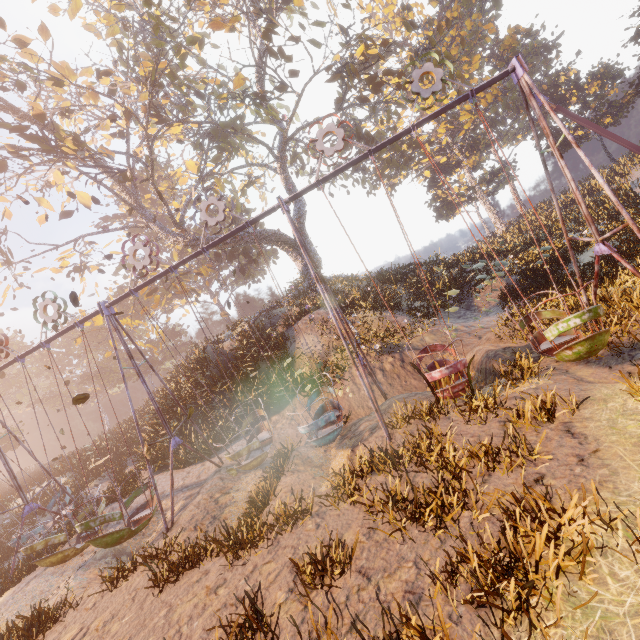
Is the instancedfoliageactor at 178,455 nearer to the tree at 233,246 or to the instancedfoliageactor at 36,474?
the tree at 233,246

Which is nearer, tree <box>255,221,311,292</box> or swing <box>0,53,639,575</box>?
swing <box>0,53,639,575</box>

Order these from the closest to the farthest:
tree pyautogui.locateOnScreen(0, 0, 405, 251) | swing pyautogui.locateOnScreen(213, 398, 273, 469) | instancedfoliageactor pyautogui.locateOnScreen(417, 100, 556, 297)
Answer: swing pyautogui.locateOnScreen(213, 398, 273, 469) < tree pyautogui.locateOnScreen(0, 0, 405, 251) < instancedfoliageactor pyautogui.locateOnScreen(417, 100, 556, 297)

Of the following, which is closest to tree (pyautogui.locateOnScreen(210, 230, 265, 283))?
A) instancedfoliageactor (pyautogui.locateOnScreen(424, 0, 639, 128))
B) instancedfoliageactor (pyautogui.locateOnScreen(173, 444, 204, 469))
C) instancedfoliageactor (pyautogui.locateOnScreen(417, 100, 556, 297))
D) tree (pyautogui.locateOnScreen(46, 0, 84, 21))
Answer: tree (pyautogui.locateOnScreen(46, 0, 84, 21))

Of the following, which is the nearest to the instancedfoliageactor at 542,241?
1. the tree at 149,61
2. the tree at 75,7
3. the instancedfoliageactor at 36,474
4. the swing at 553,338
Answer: the tree at 149,61

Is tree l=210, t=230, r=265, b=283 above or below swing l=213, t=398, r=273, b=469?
above

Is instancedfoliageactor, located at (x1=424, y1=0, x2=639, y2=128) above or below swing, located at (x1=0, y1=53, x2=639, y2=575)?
above

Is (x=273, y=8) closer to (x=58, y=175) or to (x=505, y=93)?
(x=58, y=175)
